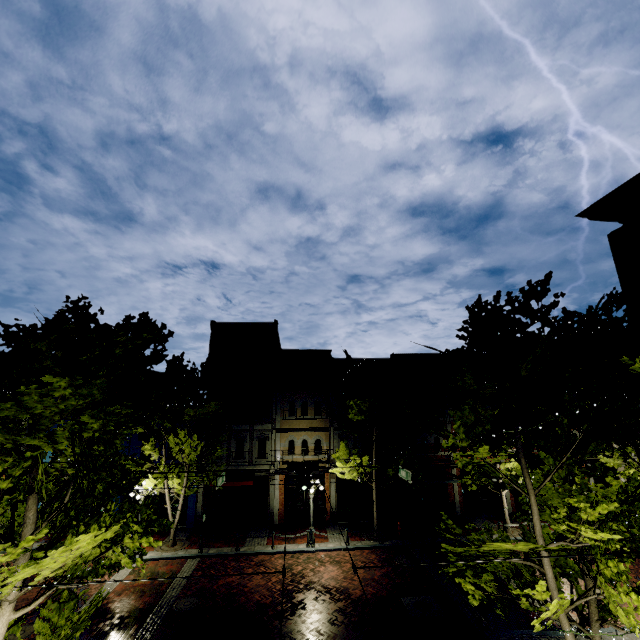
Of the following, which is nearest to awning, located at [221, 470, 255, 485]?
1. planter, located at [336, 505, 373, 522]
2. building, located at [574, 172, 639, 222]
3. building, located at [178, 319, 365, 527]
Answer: building, located at [178, 319, 365, 527]

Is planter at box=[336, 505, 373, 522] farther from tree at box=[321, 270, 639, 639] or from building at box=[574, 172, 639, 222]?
building at box=[574, 172, 639, 222]

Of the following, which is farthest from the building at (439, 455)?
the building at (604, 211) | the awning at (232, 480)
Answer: the building at (604, 211)

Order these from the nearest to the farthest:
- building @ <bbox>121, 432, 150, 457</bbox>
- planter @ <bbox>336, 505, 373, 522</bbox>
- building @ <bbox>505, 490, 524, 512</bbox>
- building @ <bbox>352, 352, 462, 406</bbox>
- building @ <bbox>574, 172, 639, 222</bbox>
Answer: building @ <bbox>574, 172, 639, 222</bbox> → planter @ <bbox>336, 505, 373, 522</bbox> → building @ <bbox>121, 432, 150, 457</bbox> → building @ <bbox>505, 490, 524, 512</bbox> → building @ <bbox>352, 352, 462, 406</bbox>

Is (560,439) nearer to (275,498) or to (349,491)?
(349,491)

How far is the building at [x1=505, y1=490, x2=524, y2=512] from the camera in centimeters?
2391cm

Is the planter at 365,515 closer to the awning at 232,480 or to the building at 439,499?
the building at 439,499
